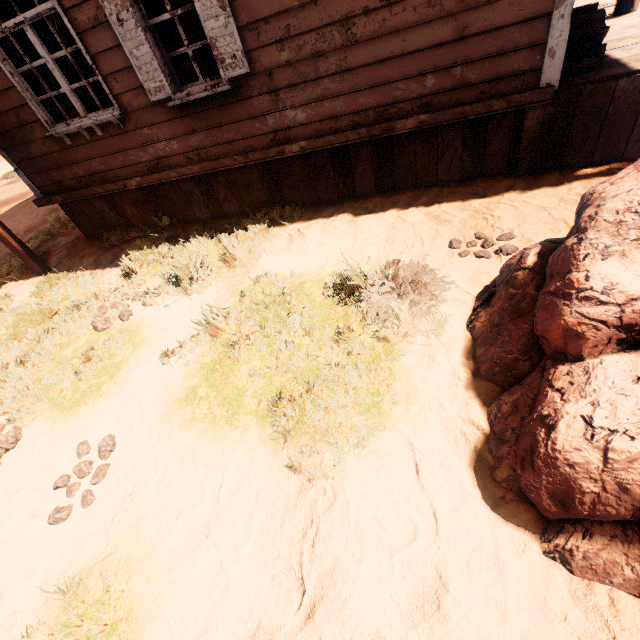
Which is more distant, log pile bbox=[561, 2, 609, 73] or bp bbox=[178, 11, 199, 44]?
bp bbox=[178, 11, 199, 44]

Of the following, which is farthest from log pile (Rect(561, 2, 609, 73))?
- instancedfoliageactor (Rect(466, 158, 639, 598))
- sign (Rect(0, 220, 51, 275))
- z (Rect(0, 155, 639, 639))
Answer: sign (Rect(0, 220, 51, 275))

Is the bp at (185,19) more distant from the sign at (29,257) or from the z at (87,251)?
the sign at (29,257)

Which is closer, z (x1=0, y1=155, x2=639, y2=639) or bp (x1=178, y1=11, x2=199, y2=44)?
z (x1=0, y1=155, x2=639, y2=639)

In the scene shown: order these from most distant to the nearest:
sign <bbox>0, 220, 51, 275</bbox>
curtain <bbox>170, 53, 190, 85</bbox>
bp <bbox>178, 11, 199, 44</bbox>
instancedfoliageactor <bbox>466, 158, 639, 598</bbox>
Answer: bp <bbox>178, 11, 199, 44</bbox> → sign <bbox>0, 220, 51, 275</bbox> → curtain <bbox>170, 53, 190, 85</bbox> → instancedfoliageactor <bbox>466, 158, 639, 598</bbox>

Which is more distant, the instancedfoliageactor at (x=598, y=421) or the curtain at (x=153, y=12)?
the curtain at (x=153, y=12)

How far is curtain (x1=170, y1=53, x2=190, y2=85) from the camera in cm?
407

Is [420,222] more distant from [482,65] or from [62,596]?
[62,596]
